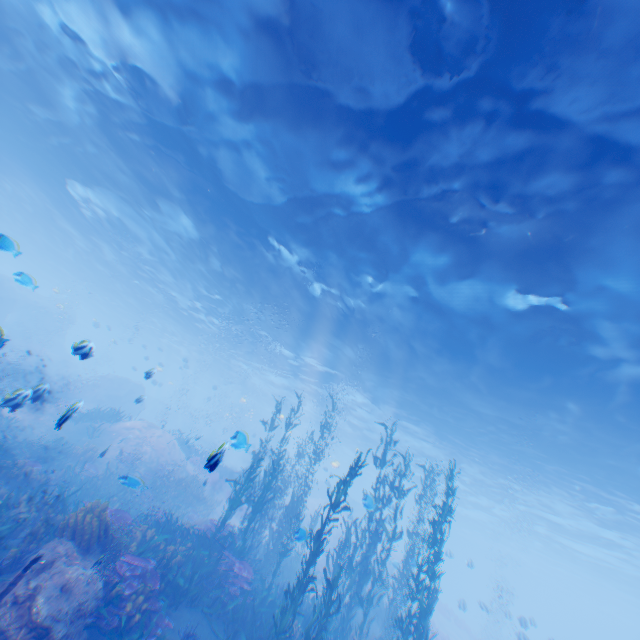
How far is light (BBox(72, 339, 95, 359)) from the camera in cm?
639

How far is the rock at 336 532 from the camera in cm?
2667

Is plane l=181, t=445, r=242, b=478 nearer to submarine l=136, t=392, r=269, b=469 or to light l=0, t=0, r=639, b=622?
submarine l=136, t=392, r=269, b=469

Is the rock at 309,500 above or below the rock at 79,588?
above

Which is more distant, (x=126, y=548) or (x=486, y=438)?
(x=486, y=438)

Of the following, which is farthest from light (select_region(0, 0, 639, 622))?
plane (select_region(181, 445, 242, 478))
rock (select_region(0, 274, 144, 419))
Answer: plane (select_region(181, 445, 242, 478))

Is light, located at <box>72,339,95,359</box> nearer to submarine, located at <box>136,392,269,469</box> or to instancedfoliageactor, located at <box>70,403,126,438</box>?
submarine, located at <box>136,392,269,469</box>
